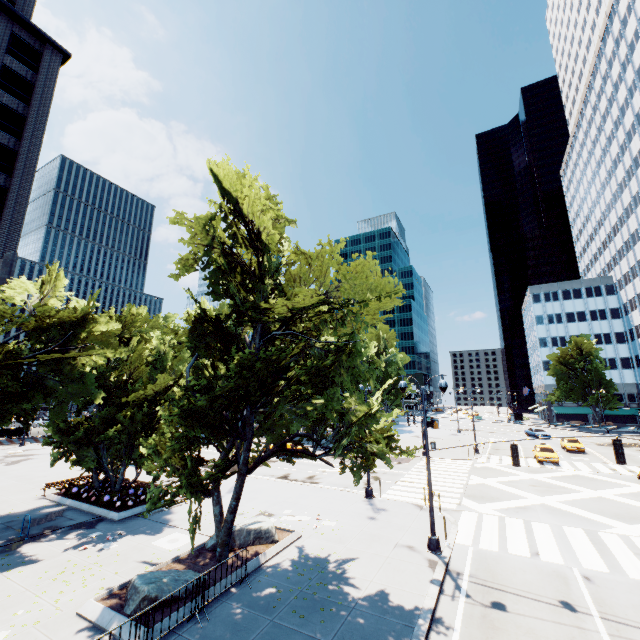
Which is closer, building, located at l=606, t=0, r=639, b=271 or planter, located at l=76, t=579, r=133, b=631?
planter, located at l=76, t=579, r=133, b=631

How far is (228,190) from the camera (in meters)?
12.43

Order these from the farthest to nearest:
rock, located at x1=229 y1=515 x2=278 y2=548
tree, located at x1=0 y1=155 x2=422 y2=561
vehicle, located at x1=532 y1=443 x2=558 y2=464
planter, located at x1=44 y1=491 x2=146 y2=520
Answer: vehicle, located at x1=532 y1=443 x2=558 y2=464
planter, located at x1=44 y1=491 x2=146 y2=520
rock, located at x1=229 y1=515 x2=278 y2=548
tree, located at x1=0 y1=155 x2=422 y2=561

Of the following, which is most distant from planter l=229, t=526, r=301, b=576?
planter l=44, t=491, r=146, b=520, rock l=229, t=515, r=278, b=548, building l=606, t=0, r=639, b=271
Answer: building l=606, t=0, r=639, b=271

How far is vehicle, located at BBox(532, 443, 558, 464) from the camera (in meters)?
31.06

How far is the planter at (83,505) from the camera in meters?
17.2

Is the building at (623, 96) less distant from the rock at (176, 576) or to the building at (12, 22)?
the rock at (176, 576)

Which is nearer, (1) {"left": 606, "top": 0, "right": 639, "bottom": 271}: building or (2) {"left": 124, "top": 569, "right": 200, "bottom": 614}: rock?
(2) {"left": 124, "top": 569, "right": 200, "bottom": 614}: rock
